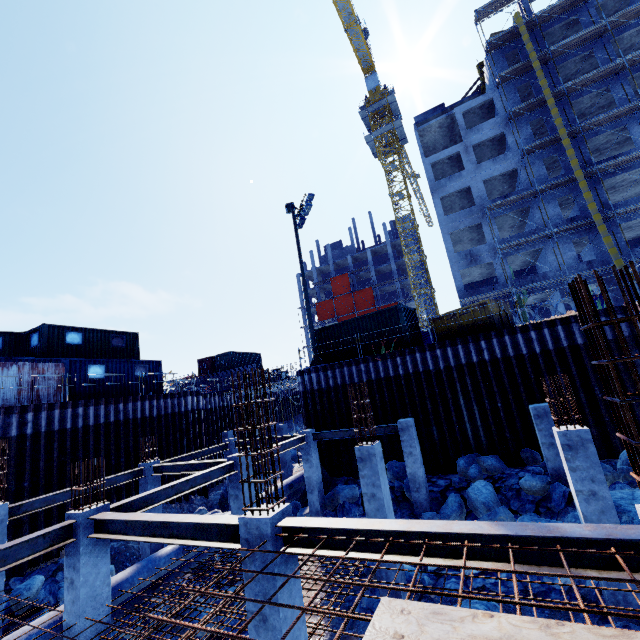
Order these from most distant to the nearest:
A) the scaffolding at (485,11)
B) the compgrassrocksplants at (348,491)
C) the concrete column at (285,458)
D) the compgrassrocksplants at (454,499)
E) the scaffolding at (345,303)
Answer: the scaffolding at (345,303) → the scaffolding at (485,11) → the concrete column at (285,458) → the compgrassrocksplants at (348,491) → the compgrassrocksplants at (454,499)

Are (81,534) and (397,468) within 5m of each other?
no

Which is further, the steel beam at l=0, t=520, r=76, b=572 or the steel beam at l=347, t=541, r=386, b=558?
the steel beam at l=0, t=520, r=76, b=572

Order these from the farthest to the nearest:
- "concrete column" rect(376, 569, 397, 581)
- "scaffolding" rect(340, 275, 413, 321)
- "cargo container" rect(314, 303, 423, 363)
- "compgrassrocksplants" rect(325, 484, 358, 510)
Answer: "scaffolding" rect(340, 275, 413, 321) < "cargo container" rect(314, 303, 423, 363) < "compgrassrocksplants" rect(325, 484, 358, 510) < "concrete column" rect(376, 569, 397, 581)

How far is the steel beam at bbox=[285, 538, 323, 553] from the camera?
4.6 meters

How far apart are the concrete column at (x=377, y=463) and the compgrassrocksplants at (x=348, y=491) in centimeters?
569cm

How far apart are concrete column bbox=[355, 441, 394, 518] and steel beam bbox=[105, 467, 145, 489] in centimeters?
951cm

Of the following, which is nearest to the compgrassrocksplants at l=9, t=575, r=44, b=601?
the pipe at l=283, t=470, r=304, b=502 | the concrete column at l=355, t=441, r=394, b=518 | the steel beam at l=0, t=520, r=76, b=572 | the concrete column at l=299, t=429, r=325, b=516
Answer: the pipe at l=283, t=470, r=304, b=502
